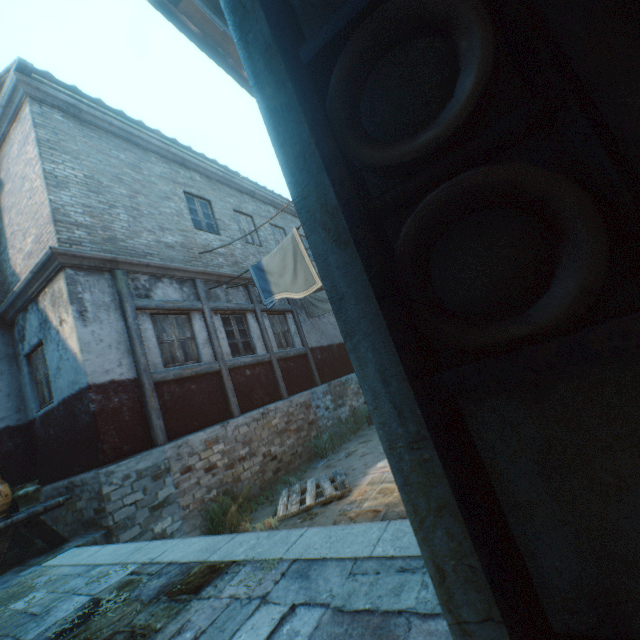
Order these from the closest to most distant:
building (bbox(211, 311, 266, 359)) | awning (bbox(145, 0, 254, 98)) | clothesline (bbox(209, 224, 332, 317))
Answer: awning (bbox(145, 0, 254, 98))
clothesline (bbox(209, 224, 332, 317))
building (bbox(211, 311, 266, 359))

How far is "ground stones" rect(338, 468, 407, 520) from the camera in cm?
457

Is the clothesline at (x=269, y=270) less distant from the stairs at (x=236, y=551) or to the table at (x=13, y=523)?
the stairs at (x=236, y=551)

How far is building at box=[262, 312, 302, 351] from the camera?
10.4 meters

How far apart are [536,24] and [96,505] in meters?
7.2

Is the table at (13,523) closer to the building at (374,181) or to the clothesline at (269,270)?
the building at (374,181)

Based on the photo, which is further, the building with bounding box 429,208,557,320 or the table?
the table
